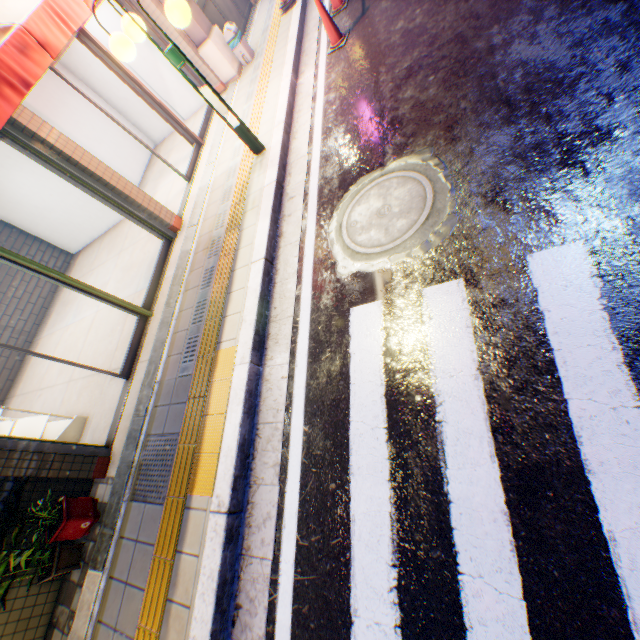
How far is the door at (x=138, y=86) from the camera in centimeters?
517cm

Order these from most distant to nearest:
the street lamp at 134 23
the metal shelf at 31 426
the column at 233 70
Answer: the column at 233 70
the metal shelf at 31 426
the street lamp at 134 23

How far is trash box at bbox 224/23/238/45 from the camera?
6.9 meters

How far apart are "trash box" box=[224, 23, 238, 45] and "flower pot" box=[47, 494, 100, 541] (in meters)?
8.87

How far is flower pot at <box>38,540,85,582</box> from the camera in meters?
3.4 m

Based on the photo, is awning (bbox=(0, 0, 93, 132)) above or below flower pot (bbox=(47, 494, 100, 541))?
above

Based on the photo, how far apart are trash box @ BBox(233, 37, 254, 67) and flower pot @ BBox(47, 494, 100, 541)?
8.9m

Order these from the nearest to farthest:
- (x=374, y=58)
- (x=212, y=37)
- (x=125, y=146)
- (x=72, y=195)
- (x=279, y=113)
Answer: (x=374, y=58)
(x=279, y=113)
(x=212, y=37)
(x=72, y=195)
(x=125, y=146)
